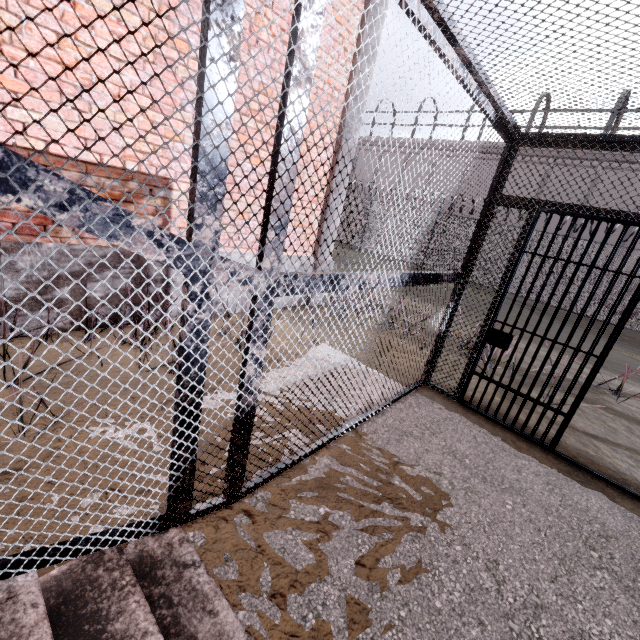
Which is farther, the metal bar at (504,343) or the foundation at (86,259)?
the foundation at (86,259)

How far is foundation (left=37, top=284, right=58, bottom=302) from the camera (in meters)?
3.36

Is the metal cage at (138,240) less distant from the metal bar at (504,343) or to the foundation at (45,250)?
the metal bar at (504,343)

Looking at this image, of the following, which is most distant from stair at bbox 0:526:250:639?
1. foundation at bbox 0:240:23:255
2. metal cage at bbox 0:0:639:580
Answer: foundation at bbox 0:240:23:255

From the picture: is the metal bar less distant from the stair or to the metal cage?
the metal cage

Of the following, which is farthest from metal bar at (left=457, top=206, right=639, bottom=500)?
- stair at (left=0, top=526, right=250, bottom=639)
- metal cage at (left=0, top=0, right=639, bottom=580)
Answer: stair at (left=0, top=526, right=250, bottom=639)

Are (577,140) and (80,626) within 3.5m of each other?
no
